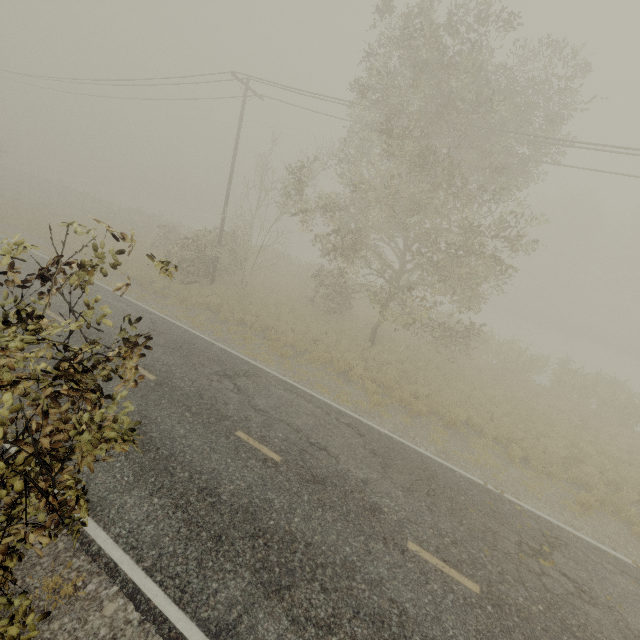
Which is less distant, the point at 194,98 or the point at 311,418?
the point at 311,418
